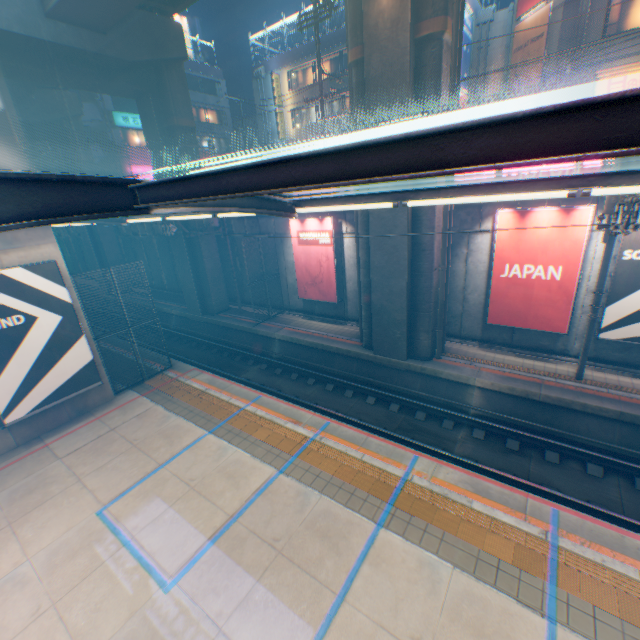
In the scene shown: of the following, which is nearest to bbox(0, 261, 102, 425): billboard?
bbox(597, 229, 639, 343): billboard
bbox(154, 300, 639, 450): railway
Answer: bbox(154, 300, 639, 450): railway

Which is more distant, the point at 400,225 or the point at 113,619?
the point at 400,225

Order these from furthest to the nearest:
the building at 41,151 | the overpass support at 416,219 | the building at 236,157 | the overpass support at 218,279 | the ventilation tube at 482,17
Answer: the building at 236,157 < the building at 41,151 < the ventilation tube at 482,17 < the overpass support at 218,279 < the overpass support at 416,219

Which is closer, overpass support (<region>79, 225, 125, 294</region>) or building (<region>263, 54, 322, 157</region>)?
overpass support (<region>79, 225, 125, 294</region>)

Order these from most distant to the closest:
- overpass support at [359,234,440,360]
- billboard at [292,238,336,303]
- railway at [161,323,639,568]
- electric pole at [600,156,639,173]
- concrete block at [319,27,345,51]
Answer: concrete block at [319,27,345,51] < billboard at [292,238,336,303] < overpass support at [359,234,440,360] < electric pole at [600,156,639,173] < railway at [161,323,639,568]

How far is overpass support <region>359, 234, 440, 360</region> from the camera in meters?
11.9

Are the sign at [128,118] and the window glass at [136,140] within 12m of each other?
yes

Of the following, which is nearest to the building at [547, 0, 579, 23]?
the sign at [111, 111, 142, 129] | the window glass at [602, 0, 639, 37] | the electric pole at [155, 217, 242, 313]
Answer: the window glass at [602, 0, 639, 37]
